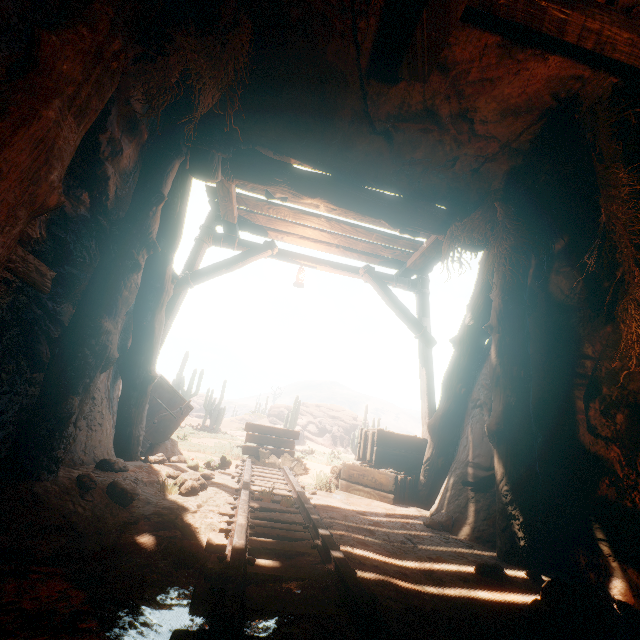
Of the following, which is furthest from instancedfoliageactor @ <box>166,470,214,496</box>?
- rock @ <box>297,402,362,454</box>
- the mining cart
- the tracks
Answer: rock @ <box>297,402,362,454</box>

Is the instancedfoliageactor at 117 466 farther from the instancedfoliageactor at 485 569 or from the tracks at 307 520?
the instancedfoliageactor at 485 569

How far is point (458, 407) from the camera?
5.0 meters

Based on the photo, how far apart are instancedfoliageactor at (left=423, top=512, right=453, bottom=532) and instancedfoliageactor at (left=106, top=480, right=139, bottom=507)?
3.3 meters

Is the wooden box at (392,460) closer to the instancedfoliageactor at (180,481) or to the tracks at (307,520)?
the tracks at (307,520)

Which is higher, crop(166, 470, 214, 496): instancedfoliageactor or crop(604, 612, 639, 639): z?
crop(166, 470, 214, 496): instancedfoliageactor

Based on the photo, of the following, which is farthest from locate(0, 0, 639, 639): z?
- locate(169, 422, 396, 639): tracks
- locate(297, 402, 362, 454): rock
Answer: locate(297, 402, 362, 454): rock

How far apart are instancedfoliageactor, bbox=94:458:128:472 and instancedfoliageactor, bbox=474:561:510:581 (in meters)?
3.62
